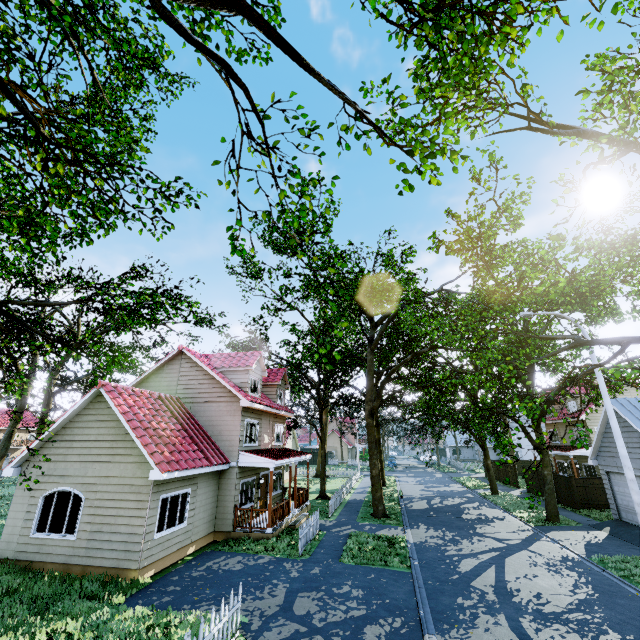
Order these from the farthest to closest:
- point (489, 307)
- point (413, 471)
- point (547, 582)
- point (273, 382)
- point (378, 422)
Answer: point (413, 471), point (378, 422), point (273, 382), point (489, 307), point (547, 582)

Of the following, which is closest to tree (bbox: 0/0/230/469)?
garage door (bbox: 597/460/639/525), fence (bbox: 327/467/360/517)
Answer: fence (bbox: 327/467/360/517)

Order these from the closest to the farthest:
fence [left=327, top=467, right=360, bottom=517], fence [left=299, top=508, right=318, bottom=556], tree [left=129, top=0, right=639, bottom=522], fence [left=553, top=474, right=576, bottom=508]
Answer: tree [left=129, top=0, right=639, bottom=522] < fence [left=299, top=508, right=318, bottom=556] < fence [left=327, top=467, right=360, bottom=517] < fence [left=553, top=474, right=576, bottom=508]

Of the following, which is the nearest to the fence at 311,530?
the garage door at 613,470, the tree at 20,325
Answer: the tree at 20,325

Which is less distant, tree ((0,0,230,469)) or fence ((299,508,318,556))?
tree ((0,0,230,469))

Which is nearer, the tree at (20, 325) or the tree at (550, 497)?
the tree at (550, 497)
